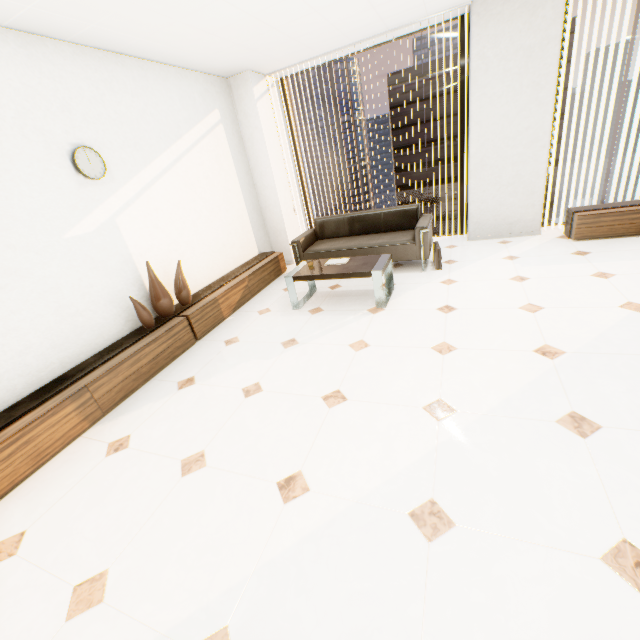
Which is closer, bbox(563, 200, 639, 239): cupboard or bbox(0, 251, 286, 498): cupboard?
bbox(0, 251, 286, 498): cupboard

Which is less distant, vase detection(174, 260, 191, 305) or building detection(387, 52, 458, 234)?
vase detection(174, 260, 191, 305)

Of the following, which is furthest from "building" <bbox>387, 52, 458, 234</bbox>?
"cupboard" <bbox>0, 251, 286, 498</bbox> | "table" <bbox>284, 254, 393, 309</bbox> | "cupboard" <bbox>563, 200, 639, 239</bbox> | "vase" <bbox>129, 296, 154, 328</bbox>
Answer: "vase" <bbox>129, 296, 154, 328</bbox>

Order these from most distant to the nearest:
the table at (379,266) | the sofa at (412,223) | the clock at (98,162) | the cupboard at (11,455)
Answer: the sofa at (412,223) → the table at (379,266) → the clock at (98,162) → the cupboard at (11,455)

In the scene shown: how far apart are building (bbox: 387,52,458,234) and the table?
58.6 meters

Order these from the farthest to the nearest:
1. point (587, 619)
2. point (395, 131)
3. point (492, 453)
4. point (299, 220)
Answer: point (395, 131) < point (299, 220) < point (492, 453) < point (587, 619)

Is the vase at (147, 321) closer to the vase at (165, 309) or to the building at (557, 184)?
the vase at (165, 309)

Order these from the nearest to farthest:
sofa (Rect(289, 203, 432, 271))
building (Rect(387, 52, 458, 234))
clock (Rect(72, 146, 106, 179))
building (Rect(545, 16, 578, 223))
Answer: clock (Rect(72, 146, 106, 179))
sofa (Rect(289, 203, 432, 271))
building (Rect(545, 16, 578, 223))
building (Rect(387, 52, 458, 234))
